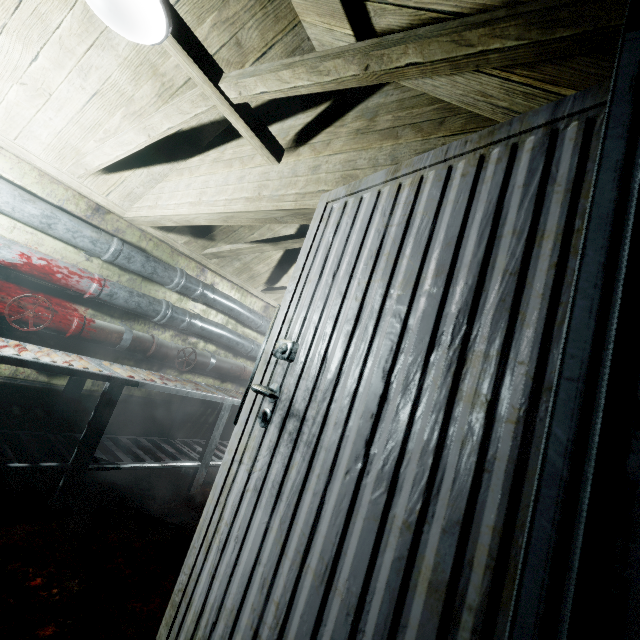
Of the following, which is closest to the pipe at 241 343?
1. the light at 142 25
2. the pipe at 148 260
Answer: the pipe at 148 260

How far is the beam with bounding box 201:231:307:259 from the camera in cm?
265

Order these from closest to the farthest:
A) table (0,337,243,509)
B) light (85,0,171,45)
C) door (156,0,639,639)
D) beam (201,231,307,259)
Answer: door (156,0,639,639)
light (85,0,171,45)
table (0,337,243,509)
beam (201,231,307,259)

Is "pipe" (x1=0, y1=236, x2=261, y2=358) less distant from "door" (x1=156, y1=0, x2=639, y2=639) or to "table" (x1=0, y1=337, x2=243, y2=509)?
"table" (x1=0, y1=337, x2=243, y2=509)

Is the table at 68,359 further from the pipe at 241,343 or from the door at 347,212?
the door at 347,212

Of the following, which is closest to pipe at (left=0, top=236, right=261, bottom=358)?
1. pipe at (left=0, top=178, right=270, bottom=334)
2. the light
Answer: pipe at (left=0, top=178, right=270, bottom=334)

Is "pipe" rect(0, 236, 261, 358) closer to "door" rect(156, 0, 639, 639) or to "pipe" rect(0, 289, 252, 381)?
"pipe" rect(0, 289, 252, 381)

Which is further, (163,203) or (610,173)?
(163,203)
